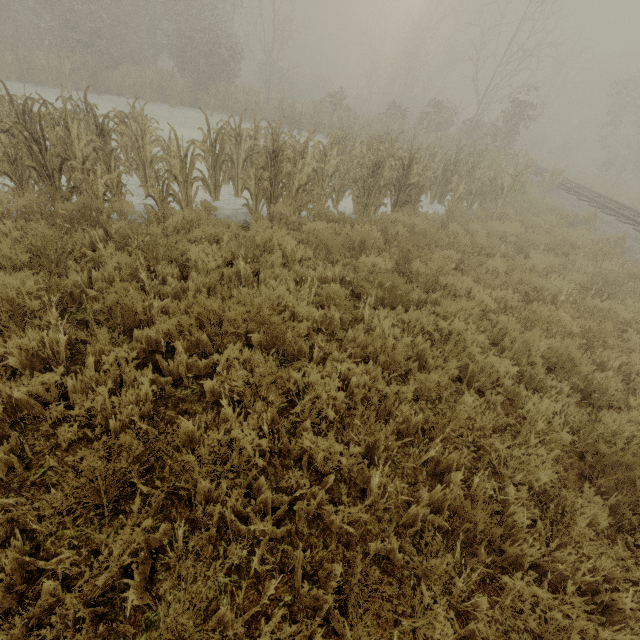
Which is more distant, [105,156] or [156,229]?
[105,156]
